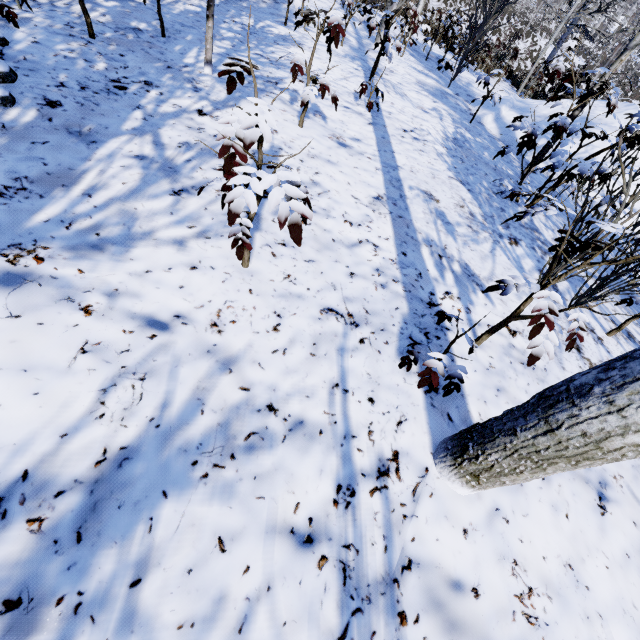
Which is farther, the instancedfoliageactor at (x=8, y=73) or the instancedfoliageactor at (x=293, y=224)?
the instancedfoliageactor at (x=8, y=73)

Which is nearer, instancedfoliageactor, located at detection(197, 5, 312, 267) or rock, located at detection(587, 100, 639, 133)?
instancedfoliageactor, located at detection(197, 5, 312, 267)

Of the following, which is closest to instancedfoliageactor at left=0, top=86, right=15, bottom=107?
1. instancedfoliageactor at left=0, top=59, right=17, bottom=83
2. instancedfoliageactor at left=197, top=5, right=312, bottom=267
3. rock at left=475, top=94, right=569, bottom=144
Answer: instancedfoliageactor at left=0, top=59, right=17, bottom=83

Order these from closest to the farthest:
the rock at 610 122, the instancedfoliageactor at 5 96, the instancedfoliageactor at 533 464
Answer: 1. the instancedfoliageactor at 533 464
2. the instancedfoliageactor at 5 96
3. the rock at 610 122

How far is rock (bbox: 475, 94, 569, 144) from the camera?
6.0m

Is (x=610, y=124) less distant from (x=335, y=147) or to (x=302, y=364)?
(x=335, y=147)

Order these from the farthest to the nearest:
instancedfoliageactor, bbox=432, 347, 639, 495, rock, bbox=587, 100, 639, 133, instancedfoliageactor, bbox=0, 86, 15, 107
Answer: rock, bbox=587, 100, 639, 133 → instancedfoliageactor, bbox=0, 86, 15, 107 → instancedfoliageactor, bbox=432, 347, 639, 495
